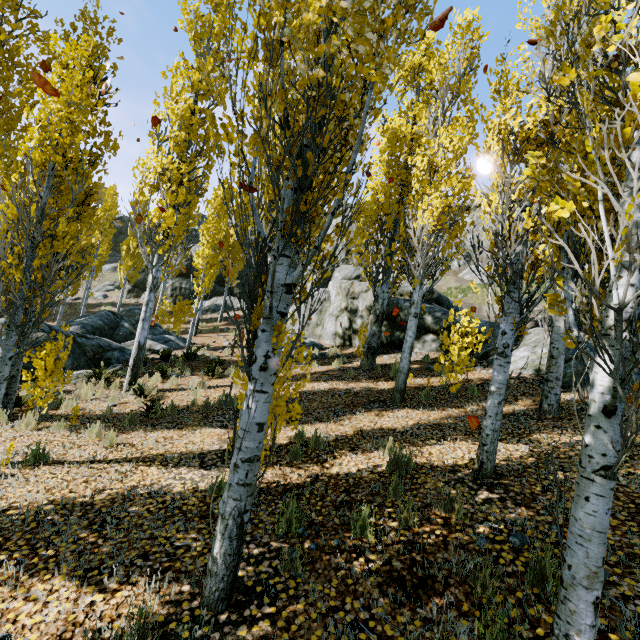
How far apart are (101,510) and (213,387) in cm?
607

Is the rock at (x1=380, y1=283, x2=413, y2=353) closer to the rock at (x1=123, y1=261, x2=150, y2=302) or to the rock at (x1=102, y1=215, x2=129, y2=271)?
the rock at (x1=123, y1=261, x2=150, y2=302)

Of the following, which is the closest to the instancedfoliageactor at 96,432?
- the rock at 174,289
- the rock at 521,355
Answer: Result: the rock at 521,355

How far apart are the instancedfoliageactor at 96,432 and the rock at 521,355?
10.61m

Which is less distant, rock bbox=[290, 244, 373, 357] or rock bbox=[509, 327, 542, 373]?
rock bbox=[509, 327, 542, 373]

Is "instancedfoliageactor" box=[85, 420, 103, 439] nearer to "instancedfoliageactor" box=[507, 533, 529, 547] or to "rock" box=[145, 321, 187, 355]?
"instancedfoliageactor" box=[507, 533, 529, 547]

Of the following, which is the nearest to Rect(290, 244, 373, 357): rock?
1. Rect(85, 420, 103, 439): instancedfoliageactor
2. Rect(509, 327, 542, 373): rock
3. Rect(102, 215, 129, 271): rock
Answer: Rect(509, 327, 542, 373): rock

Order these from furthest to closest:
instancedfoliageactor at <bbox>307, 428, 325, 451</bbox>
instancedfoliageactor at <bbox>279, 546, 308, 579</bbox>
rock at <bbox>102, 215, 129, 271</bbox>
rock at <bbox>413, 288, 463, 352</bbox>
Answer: rock at <bbox>102, 215, 129, 271</bbox> < rock at <bbox>413, 288, 463, 352</bbox> < instancedfoliageactor at <bbox>307, 428, 325, 451</bbox> < instancedfoliageactor at <bbox>279, 546, 308, 579</bbox>
